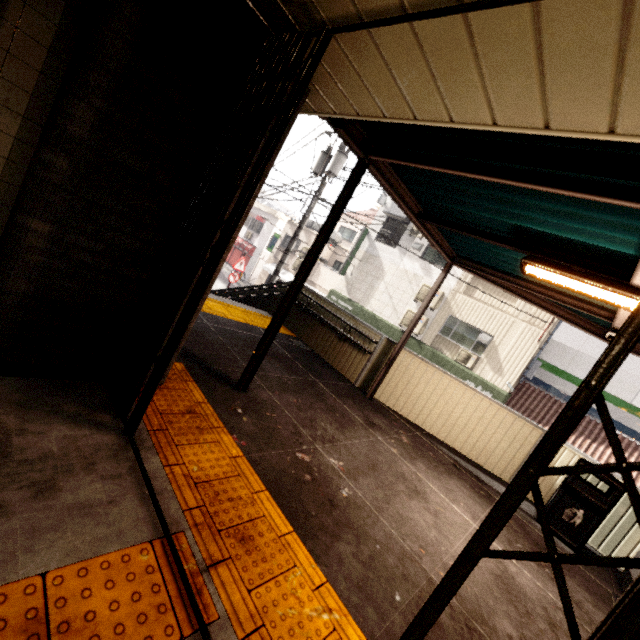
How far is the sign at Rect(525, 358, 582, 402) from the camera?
11.90m

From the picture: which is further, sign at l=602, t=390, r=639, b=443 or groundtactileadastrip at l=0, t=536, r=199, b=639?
sign at l=602, t=390, r=639, b=443

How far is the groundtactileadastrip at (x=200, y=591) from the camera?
1.6m

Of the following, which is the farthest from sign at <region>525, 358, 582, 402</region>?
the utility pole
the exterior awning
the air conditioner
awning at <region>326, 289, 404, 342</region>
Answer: the utility pole

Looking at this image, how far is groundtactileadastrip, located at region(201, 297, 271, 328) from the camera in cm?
634

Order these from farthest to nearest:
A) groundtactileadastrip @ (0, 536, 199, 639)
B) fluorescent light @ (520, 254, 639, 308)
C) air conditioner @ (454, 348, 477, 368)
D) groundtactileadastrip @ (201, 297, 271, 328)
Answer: air conditioner @ (454, 348, 477, 368) → groundtactileadastrip @ (201, 297, 271, 328) → fluorescent light @ (520, 254, 639, 308) → groundtactileadastrip @ (0, 536, 199, 639)

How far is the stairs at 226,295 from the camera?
8.1m

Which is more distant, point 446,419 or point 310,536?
point 446,419
